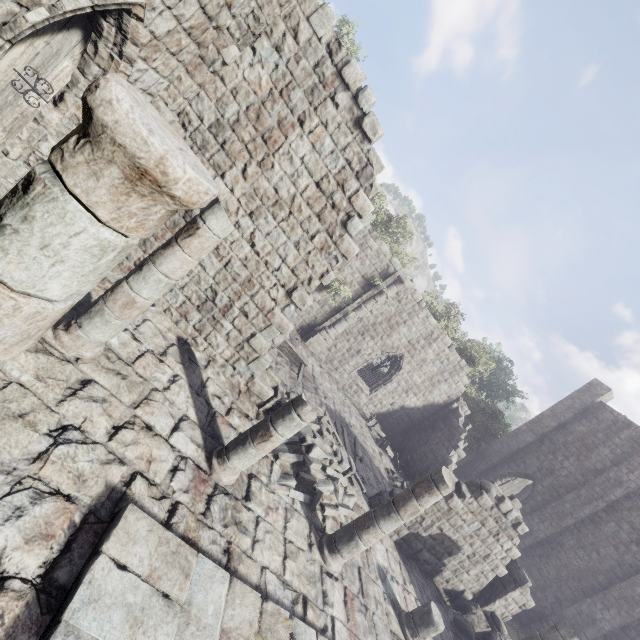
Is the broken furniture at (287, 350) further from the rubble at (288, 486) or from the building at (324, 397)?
the rubble at (288, 486)

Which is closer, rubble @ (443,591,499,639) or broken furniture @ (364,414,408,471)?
rubble @ (443,591,499,639)

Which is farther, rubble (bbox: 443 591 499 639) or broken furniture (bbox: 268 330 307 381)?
broken furniture (bbox: 268 330 307 381)

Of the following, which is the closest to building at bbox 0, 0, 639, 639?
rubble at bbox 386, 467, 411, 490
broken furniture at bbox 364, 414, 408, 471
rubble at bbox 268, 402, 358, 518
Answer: rubble at bbox 268, 402, 358, 518

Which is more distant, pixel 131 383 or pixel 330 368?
pixel 330 368

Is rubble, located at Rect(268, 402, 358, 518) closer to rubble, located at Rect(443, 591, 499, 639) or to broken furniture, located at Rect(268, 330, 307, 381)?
broken furniture, located at Rect(268, 330, 307, 381)

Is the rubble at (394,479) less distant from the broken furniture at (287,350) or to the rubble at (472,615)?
the rubble at (472,615)

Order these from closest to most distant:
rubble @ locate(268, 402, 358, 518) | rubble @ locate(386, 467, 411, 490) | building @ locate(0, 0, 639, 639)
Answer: building @ locate(0, 0, 639, 639) → rubble @ locate(268, 402, 358, 518) → rubble @ locate(386, 467, 411, 490)
